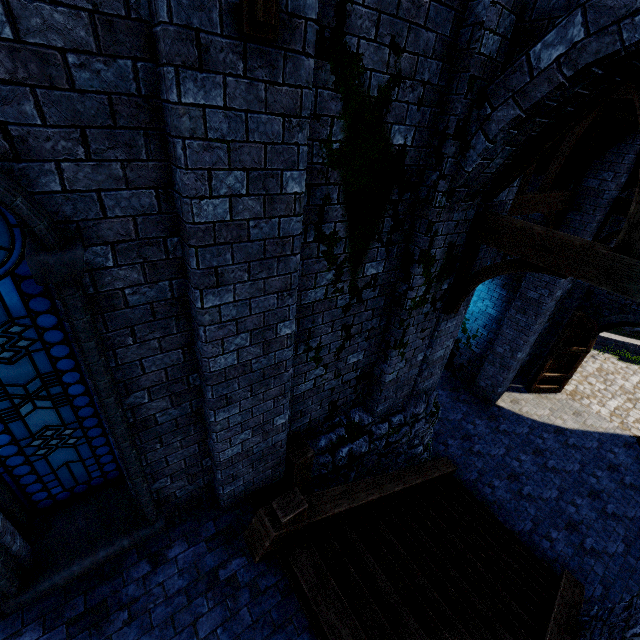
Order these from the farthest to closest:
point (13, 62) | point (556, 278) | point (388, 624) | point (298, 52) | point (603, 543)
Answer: point (556, 278) → point (603, 543) → point (388, 624) → point (298, 52) → point (13, 62)

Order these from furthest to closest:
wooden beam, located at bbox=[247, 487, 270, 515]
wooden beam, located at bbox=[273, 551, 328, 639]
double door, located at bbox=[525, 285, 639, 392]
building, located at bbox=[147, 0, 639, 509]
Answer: double door, located at bbox=[525, 285, 639, 392], wooden beam, located at bbox=[247, 487, 270, 515], wooden beam, located at bbox=[273, 551, 328, 639], building, located at bbox=[147, 0, 639, 509]

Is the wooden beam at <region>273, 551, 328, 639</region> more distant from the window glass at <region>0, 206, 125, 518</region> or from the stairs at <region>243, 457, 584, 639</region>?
the window glass at <region>0, 206, 125, 518</region>

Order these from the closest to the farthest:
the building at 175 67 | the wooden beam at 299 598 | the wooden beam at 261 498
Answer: the building at 175 67
the wooden beam at 299 598
the wooden beam at 261 498

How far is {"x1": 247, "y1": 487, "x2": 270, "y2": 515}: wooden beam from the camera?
4.6 meters

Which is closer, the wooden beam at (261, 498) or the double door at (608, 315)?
the wooden beam at (261, 498)

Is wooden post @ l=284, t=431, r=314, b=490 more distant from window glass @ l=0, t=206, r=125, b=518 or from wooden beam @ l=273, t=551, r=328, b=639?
window glass @ l=0, t=206, r=125, b=518
